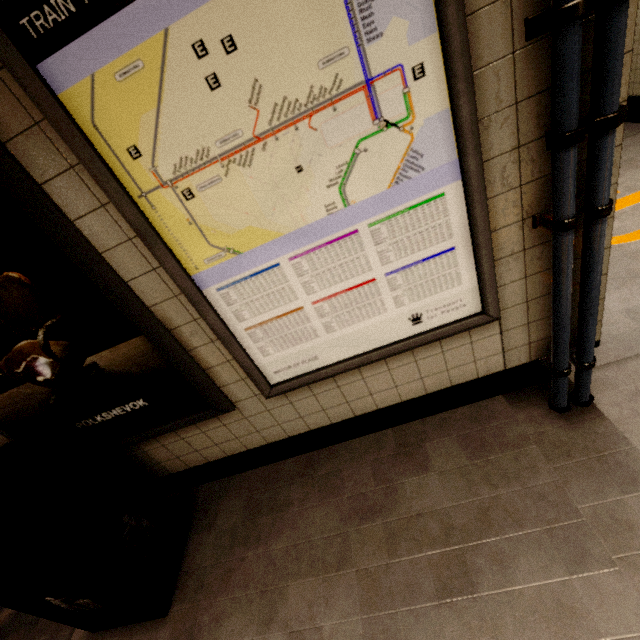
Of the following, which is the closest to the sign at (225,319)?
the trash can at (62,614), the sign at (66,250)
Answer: the sign at (66,250)

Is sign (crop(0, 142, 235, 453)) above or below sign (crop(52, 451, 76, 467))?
above

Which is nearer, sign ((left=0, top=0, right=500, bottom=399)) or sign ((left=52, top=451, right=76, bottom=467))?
sign ((left=0, top=0, right=500, bottom=399))

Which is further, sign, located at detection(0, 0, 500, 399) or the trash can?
the trash can

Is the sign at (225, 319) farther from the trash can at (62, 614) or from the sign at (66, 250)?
the trash can at (62, 614)

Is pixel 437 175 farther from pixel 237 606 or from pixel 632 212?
pixel 632 212

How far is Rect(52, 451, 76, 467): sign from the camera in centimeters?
199cm

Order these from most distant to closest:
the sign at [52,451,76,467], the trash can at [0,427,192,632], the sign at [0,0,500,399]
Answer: the sign at [52,451,76,467] → the trash can at [0,427,192,632] → the sign at [0,0,500,399]
